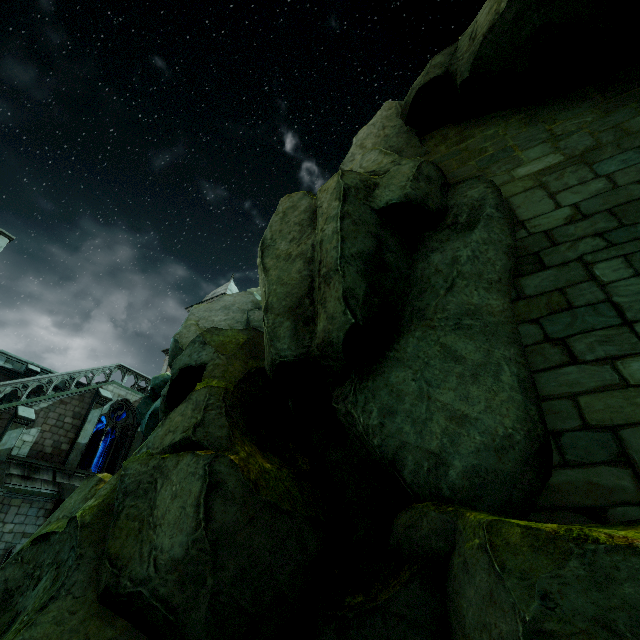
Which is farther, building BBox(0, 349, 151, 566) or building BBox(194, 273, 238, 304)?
building BBox(194, 273, 238, 304)

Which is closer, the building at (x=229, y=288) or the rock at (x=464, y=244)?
the rock at (x=464, y=244)

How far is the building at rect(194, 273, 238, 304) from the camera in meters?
34.0 m

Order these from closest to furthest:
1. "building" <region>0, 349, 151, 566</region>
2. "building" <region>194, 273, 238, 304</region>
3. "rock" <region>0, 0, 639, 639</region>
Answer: "rock" <region>0, 0, 639, 639</region>
"building" <region>0, 349, 151, 566</region>
"building" <region>194, 273, 238, 304</region>

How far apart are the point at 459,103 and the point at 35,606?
13.8 meters

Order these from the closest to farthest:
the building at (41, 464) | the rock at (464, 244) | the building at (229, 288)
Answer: the rock at (464, 244)
the building at (41, 464)
the building at (229, 288)

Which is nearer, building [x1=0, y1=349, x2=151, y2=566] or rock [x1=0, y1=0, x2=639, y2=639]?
rock [x1=0, y1=0, x2=639, y2=639]
